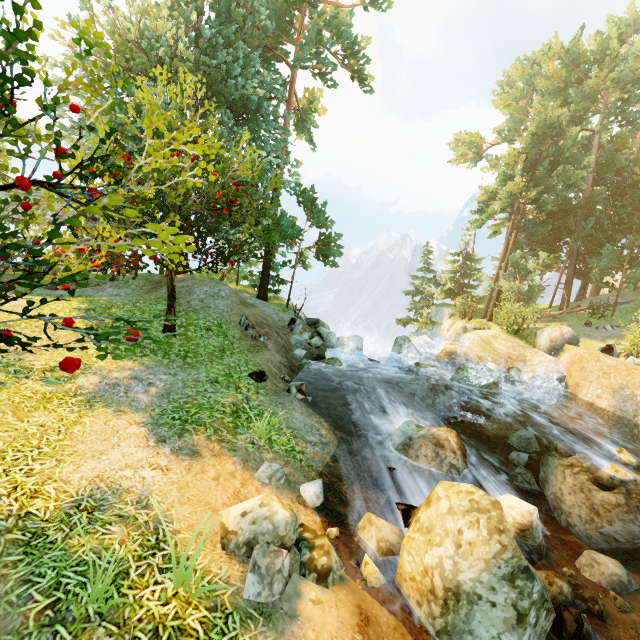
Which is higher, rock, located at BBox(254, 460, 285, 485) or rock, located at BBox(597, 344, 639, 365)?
rock, located at BBox(597, 344, 639, 365)

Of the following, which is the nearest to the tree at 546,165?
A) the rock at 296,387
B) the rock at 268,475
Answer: the rock at 268,475

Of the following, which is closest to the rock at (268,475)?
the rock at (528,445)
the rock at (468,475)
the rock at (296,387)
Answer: the rock at (468,475)

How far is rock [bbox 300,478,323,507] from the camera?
5.9m

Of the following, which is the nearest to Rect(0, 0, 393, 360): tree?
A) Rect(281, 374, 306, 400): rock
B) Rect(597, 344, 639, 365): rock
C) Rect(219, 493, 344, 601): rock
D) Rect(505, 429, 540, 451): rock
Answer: Rect(219, 493, 344, 601): rock

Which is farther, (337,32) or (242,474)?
(337,32)

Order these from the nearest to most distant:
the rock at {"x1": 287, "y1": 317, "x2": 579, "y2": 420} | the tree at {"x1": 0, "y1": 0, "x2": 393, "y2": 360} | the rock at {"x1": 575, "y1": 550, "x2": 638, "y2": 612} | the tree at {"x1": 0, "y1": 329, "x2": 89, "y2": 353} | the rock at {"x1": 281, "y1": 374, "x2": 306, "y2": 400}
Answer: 1. the tree at {"x1": 0, "y1": 329, "x2": 89, "y2": 353}
2. the tree at {"x1": 0, "y1": 0, "x2": 393, "y2": 360}
3. the rock at {"x1": 575, "y1": 550, "x2": 638, "y2": 612}
4. the rock at {"x1": 281, "y1": 374, "x2": 306, "y2": 400}
5. the rock at {"x1": 287, "y1": 317, "x2": 579, "y2": 420}

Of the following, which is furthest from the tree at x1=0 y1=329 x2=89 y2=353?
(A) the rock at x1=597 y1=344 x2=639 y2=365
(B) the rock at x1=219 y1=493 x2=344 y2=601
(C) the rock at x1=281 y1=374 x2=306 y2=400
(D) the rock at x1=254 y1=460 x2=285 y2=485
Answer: (A) the rock at x1=597 y1=344 x2=639 y2=365
